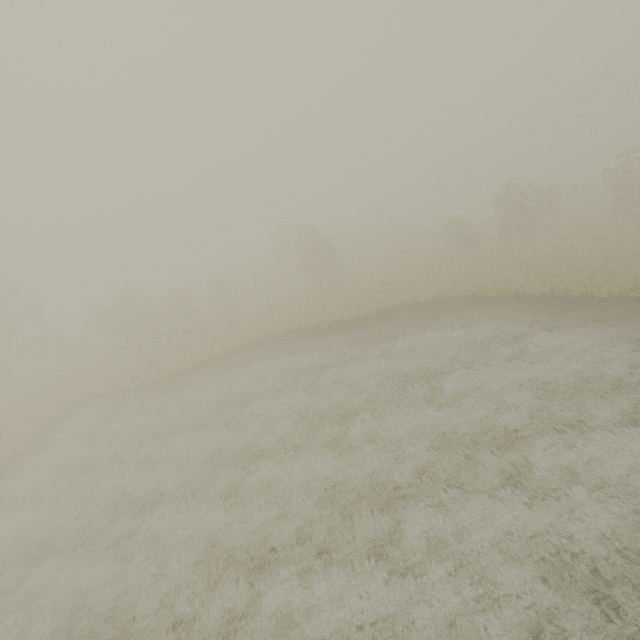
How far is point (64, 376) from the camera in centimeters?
3419cm
